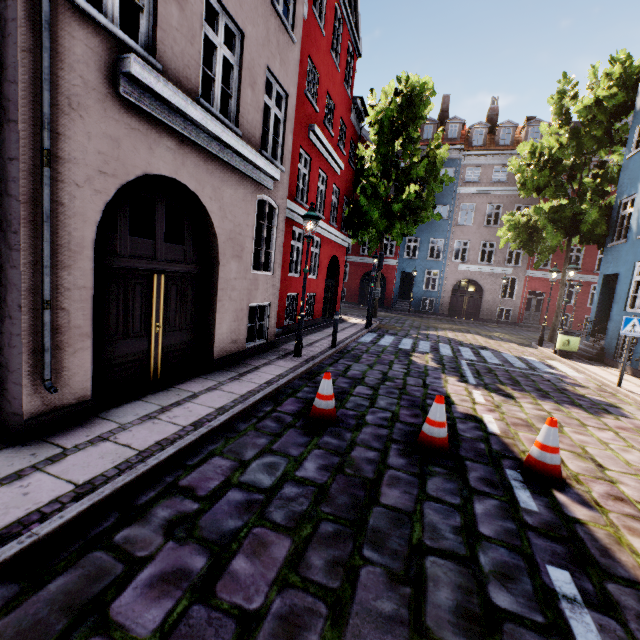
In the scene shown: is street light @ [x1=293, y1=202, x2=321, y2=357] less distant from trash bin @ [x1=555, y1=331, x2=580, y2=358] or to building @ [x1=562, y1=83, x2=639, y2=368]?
building @ [x1=562, y1=83, x2=639, y2=368]

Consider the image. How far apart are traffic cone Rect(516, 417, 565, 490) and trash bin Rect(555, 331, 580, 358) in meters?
10.5 m

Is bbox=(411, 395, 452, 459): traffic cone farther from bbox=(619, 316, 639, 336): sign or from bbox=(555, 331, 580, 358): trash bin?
bbox=(555, 331, 580, 358): trash bin

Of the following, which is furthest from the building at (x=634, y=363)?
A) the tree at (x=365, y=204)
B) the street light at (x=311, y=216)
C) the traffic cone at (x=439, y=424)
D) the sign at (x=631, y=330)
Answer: the traffic cone at (x=439, y=424)

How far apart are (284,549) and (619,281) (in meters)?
15.59

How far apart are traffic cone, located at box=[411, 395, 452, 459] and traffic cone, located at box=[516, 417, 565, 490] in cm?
78

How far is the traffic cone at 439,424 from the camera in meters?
4.3 m

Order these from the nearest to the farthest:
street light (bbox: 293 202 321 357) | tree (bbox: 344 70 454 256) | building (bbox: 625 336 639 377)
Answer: street light (bbox: 293 202 321 357) → building (bbox: 625 336 639 377) → tree (bbox: 344 70 454 256)
